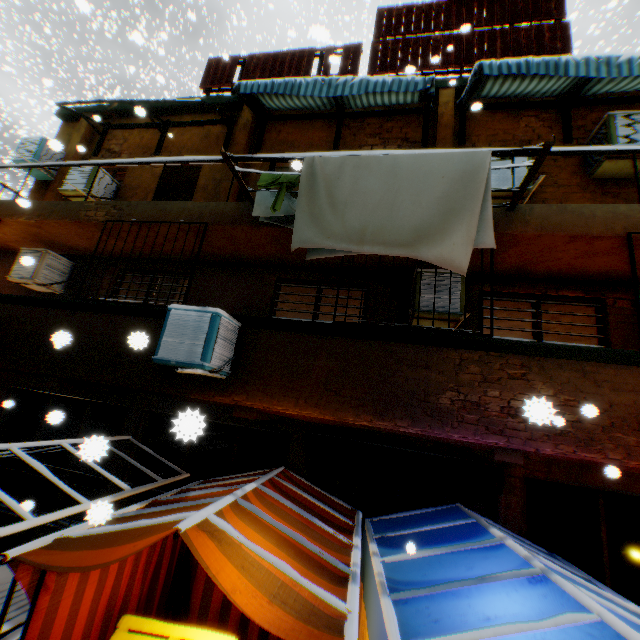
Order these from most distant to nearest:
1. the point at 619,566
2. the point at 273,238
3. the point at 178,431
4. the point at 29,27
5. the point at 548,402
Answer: the point at 29,27 → the point at 178,431 → the point at 273,238 → the point at 619,566 → the point at 548,402

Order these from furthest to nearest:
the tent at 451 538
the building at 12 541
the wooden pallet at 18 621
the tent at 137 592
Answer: the building at 12 541 → the wooden pallet at 18 621 → the tent at 451 538 → the tent at 137 592

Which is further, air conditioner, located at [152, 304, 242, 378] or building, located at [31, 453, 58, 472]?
building, located at [31, 453, 58, 472]

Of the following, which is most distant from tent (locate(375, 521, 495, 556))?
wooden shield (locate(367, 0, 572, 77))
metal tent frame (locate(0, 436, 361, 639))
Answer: wooden shield (locate(367, 0, 572, 77))

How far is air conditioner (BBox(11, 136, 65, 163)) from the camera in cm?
848

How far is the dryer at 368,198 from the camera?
3.6m

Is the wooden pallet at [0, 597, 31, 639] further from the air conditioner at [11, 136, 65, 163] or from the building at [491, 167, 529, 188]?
the air conditioner at [11, 136, 65, 163]

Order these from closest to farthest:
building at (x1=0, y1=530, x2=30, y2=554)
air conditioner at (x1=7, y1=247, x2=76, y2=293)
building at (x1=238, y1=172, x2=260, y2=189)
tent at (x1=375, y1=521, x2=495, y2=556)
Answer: tent at (x1=375, y1=521, x2=495, y2=556)
building at (x1=0, y1=530, x2=30, y2=554)
air conditioner at (x1=7, y1=247, x2=76, y2=293)
building at (x1=238, y1=172, x2=260, y2=189)
